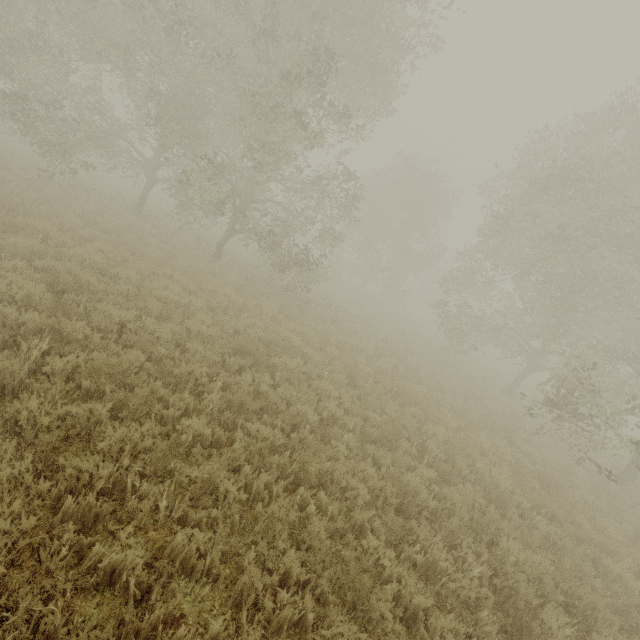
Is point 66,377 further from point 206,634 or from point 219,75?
point 219,75
